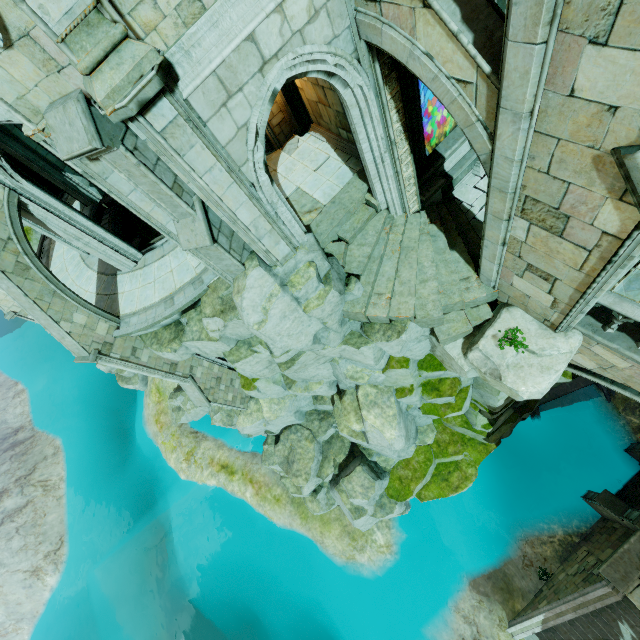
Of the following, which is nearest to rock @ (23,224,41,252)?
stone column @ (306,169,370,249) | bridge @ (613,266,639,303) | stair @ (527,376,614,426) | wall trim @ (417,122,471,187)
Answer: stone column @ (306,169,370,249)

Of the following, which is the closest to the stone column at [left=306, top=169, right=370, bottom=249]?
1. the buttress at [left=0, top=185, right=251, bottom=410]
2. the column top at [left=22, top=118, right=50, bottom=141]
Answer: the column top at [left=22, top=118, right=50, bottom=141]

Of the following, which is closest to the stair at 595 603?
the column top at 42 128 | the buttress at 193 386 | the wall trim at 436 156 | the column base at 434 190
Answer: the column base at 434 190

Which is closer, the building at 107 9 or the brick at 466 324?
the building at 107 9

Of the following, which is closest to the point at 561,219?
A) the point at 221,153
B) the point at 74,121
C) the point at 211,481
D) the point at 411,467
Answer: the point at 221,153

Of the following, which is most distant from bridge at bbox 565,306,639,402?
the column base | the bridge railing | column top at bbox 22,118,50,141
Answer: column top at bbox 22,118,50,141

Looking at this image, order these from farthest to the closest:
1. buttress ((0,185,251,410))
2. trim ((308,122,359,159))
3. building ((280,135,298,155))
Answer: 1. building ((280,135,298,155))
2. trim ((308,122,359,159))
3. buttress ((0,185,251,410))

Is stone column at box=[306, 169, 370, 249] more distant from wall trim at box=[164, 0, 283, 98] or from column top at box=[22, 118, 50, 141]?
column top at box=[22, 118, 50, 141]
